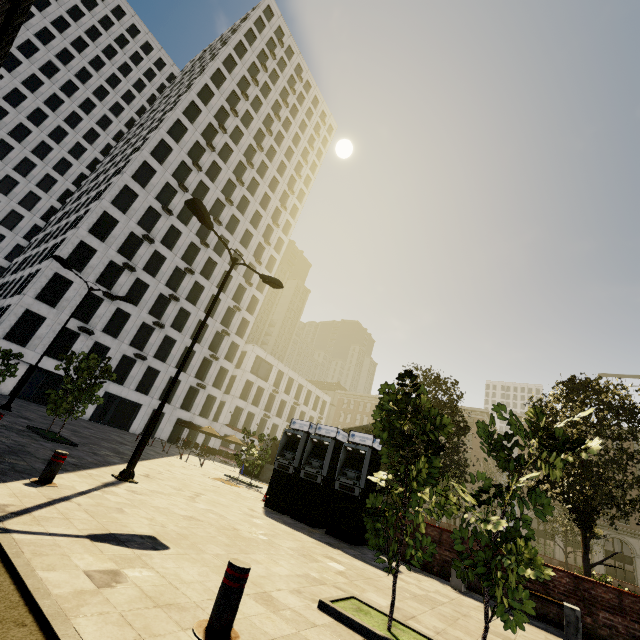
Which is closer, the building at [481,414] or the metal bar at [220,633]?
the metal bar at [220,633]

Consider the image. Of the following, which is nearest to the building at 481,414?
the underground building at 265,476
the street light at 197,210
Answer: the street light at 197,210

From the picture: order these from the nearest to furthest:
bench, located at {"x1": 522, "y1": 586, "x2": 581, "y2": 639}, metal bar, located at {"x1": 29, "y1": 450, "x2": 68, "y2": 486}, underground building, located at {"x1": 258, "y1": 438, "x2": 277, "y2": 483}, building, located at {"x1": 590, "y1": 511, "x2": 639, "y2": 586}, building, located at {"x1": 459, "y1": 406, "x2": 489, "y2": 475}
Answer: metal bar, located at {"x1": 29, "y1": 450, "x2": 68, "y2": 486}
bench, located at {"x1": 522, "y1": 586, "x2": 581, "y2": 639}
underground building, located at {"x1": 258, "y1": 438, "x2": 277, "y2": 483}
building, located at {"x1": 590, "y1": 511, "x2": 639, "y2": 586}
building, located at {"x1": 459, "y1": 406, "x2": 489, "y2": 475}

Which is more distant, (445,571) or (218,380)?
(218,380)

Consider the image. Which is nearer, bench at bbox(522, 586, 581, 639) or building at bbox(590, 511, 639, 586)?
bench at bbox(522, 586, 581, 639)

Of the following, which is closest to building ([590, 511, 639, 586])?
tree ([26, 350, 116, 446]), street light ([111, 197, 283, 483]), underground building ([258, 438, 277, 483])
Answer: tree ([26, 350, 116, 446])

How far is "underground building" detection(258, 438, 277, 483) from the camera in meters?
25.1 m

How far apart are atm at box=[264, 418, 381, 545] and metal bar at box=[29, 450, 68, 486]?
7.51m
